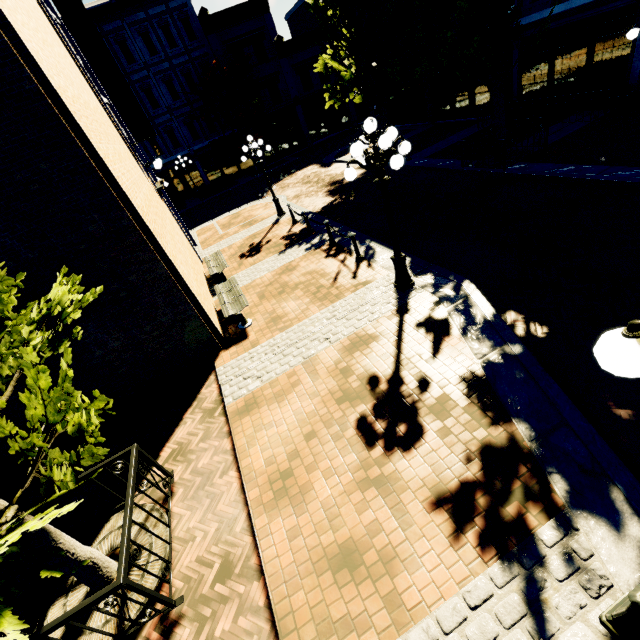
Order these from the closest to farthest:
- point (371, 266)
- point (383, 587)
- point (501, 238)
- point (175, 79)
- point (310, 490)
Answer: point (383, 587), point (310, 490), point (501, 238), point (371, 266), point (175, 79)

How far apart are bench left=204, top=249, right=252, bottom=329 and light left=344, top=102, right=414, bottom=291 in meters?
3.8 m

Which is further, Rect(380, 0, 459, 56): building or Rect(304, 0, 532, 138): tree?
Rect(380, 0, 459, 56): building

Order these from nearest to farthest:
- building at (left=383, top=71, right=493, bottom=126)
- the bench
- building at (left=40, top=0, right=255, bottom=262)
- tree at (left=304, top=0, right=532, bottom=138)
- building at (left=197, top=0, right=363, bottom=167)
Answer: the bench < tree at (left=304, top=0, right=532, bottom=138) < building at (left=40, top=0, right=255, bottom=262) < building at (left=383, top=71, right=493, bottom=126) < building at (left=197, top=0, right=363, bottom=167)

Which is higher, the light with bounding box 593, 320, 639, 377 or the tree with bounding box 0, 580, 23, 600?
the light with bounding box 593, 320, 639, 377

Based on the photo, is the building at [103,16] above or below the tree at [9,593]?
below

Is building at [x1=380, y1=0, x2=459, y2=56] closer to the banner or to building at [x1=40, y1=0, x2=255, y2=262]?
building at [x1=40, y1=0, x2=255, y2=262]

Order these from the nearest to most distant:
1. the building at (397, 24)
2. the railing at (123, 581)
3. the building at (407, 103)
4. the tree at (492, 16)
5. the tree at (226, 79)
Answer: the railing at (123, 581) → the tree at (492, 16) → the building at (397, 24) → the building at (407, 103) → the tree at (226, 79)
